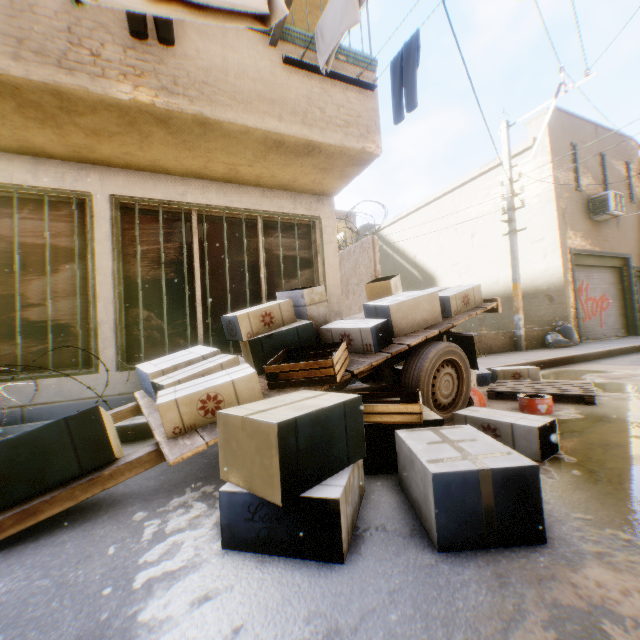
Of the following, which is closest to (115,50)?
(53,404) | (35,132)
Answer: (35,132)

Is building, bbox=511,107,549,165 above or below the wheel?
above

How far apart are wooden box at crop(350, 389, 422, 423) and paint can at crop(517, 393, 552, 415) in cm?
185

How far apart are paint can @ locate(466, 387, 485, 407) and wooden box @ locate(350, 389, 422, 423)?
1.3m

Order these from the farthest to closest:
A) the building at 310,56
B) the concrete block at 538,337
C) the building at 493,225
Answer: the building at 493,225 → the concrete block at 538,337 → the building at 310,56

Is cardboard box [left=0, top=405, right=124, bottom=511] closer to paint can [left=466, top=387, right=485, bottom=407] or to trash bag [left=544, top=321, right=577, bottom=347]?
paint can [left=466, top=387, right=485, bottom=407]

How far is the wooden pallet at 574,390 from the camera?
4.0 meters

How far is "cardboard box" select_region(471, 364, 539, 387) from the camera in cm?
555
